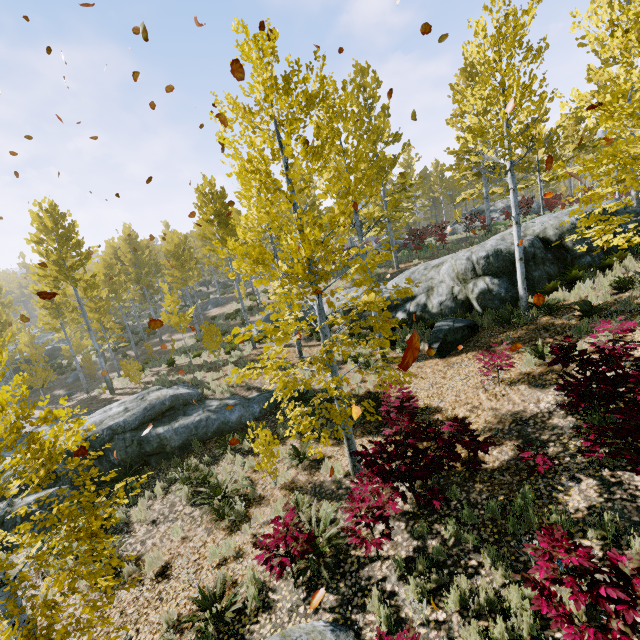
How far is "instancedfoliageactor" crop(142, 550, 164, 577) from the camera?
6.7 meters

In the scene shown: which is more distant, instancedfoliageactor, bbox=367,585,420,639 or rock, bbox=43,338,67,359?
rock, bbox=43,338,67,359

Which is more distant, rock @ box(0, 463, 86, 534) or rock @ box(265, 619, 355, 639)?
rock @ box(0, 463, 86, 534)

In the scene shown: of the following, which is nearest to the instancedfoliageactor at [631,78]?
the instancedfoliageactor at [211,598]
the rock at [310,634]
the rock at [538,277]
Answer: the rock at [538,277]

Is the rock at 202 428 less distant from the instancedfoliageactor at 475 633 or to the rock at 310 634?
the instancedfoliageactor at 475 633

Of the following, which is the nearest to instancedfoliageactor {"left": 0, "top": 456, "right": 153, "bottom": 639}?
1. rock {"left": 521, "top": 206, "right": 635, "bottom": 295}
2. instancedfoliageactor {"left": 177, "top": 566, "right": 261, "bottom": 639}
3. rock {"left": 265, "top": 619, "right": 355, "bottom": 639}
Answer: rock {"left": 521, "top": 206, "right": 635, "bottom": 295}

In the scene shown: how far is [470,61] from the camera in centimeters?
1967cm

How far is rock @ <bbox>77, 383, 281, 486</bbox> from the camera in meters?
10.3 m
